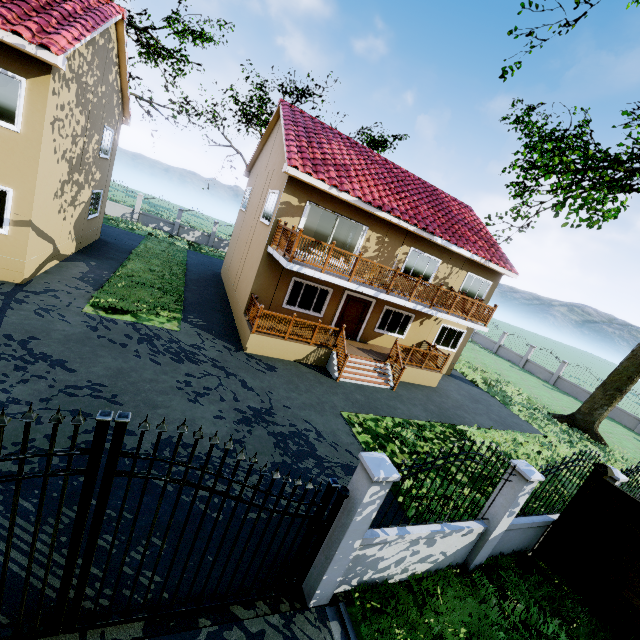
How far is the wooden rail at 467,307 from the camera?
10.30m

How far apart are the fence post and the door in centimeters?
1004cm

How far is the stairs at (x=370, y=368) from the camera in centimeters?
1268cm

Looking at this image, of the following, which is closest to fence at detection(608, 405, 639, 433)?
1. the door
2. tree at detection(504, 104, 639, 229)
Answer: tree at detection(504, 104, 639, 229)

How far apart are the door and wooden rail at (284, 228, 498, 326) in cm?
303

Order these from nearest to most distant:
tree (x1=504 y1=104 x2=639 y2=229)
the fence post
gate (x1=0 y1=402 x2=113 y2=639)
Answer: gate (x1=0 y1=402 x2=113 y2=639) → the fence post → tree (x1=504 y1=104 x2=639 y2=229)

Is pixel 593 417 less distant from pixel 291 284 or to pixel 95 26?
pixel 291 284

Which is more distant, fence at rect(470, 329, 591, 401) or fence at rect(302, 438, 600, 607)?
fence at rect(470, 329, 591, 401)
